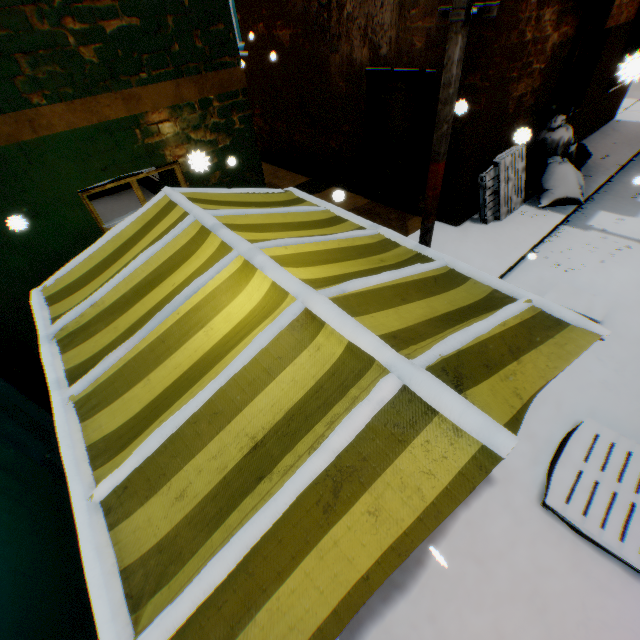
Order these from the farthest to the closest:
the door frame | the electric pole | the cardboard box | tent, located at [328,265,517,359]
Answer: the door frame
the cardboard box
the electric pole
tent, located at [328,265,517,359]

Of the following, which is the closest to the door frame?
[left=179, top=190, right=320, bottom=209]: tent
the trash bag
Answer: [left=179, top=190, right=320, bottom=209]: tent

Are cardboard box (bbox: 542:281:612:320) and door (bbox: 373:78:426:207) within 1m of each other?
no

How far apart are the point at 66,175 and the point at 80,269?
1.2m

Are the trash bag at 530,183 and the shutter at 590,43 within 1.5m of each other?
yes

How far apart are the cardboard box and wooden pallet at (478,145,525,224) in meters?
2.2

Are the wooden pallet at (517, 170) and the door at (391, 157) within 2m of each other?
A: yes

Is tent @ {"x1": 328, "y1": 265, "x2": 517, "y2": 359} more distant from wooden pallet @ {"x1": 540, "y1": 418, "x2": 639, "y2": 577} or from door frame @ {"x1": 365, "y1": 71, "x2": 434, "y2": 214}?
door frame @ {"x1": 365, "y1": 71, "x2": 434, "y2": 214}
